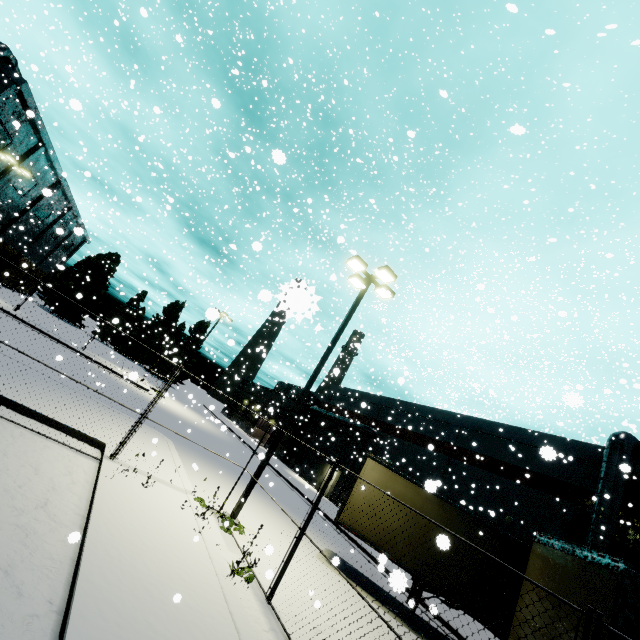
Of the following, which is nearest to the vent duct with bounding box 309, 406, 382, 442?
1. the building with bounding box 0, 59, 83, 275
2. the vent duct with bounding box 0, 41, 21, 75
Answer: the building with bounding box 0, 59, 83, 275

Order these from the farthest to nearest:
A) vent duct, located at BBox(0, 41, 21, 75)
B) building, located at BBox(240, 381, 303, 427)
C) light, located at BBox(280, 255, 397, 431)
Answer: building, located at BBox(240, 381, 303, 427) → vent duct, located at BBox(0, 41, 21, 75) → light, located at BBox(280, 255, 397, 431)

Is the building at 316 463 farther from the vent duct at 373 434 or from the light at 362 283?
the light at 362 283

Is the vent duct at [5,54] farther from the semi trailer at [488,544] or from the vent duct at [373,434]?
the semi trailer at [488,544]

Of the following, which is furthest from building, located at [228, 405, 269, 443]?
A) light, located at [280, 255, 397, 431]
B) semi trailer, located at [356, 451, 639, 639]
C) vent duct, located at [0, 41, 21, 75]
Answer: light, located at [280, 255, 397, 431]

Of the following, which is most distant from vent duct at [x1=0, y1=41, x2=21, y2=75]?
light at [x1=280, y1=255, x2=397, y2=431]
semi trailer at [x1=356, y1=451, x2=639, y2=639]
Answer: light at [x1=280, y1=255, x2=397, y2=431]

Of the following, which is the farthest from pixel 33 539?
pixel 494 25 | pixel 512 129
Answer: pixel 494 25

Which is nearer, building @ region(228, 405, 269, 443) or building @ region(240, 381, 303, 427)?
building @ region(240, 381, 303, 427)
